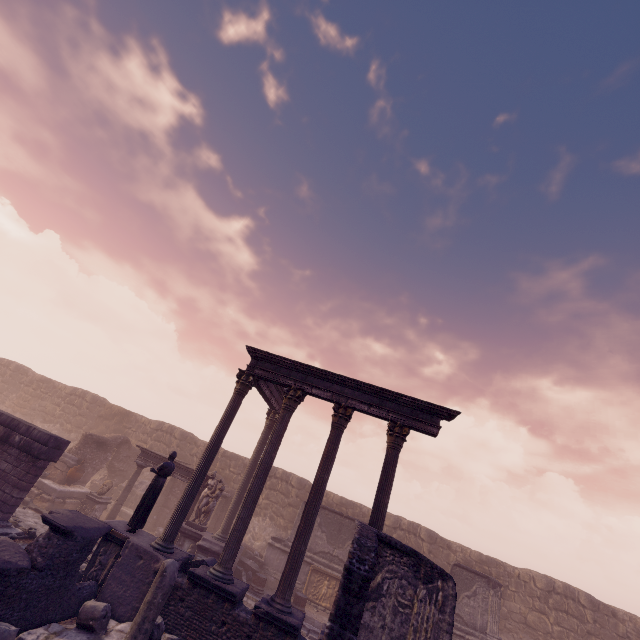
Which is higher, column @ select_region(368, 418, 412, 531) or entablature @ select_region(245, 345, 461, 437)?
entablature @ select_region(245, 345, 461, 437)

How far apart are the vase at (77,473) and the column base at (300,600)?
11.6m

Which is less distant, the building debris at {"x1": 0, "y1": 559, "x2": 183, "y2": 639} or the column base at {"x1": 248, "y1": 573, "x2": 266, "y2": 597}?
the building debris at {"x1": 0, "y1": 559, "x2": 183, "y2": 639}

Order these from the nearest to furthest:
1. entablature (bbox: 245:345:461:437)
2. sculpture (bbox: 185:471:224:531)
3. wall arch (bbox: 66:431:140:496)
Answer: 1. entablature (bbox: 245:345:461:437)
2. sculpture (bbox: 185:471:224:531)
3. wall arch (bbox: 66:431:140:496)

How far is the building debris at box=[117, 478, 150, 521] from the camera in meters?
17.7

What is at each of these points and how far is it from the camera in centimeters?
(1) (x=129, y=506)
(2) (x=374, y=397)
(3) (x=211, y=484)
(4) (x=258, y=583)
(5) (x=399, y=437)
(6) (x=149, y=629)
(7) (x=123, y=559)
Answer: (1) building debris, 1812cm
(2) entablature, 1079cm
(3) sculpture, 1421cm
(4) column base, 1291cm
(5) column, 1006cm
(6) building debris, 649cm
(7) relief sculpture, 859cm

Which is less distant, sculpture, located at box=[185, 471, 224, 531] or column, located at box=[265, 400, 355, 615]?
column, located at box=[265, 400, 355, 615]

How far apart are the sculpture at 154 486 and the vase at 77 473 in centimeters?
850cm
